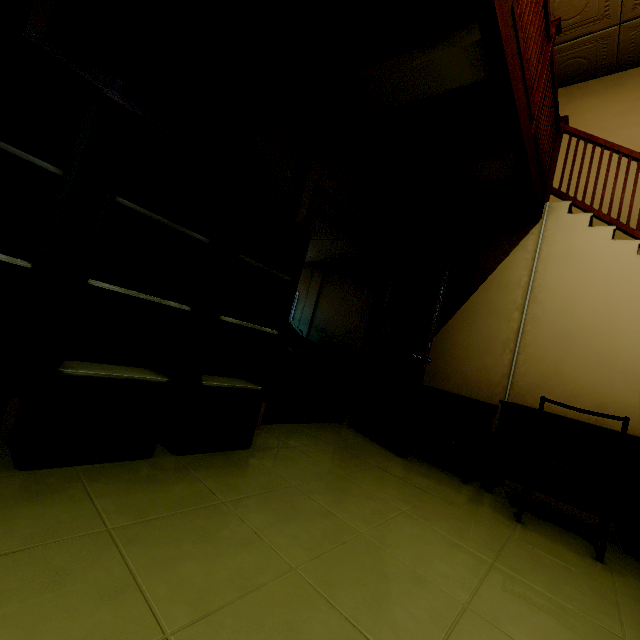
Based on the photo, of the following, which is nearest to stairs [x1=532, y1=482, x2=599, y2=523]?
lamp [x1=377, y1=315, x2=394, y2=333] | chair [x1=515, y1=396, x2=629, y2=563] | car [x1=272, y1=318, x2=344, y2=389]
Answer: chair [x1=515, y1=396, x2=629, y2=563]

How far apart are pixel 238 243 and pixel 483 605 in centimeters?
214cm

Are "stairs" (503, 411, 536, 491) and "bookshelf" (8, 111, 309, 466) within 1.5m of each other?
no

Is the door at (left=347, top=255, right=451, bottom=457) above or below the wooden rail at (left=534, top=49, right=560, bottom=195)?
below

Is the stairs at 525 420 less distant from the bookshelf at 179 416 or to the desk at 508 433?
the desk at 508 433

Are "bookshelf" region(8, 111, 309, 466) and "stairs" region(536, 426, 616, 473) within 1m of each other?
no

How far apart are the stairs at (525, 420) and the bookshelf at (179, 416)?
3.2m

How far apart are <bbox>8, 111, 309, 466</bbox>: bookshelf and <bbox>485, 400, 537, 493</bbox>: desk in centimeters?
262cm
